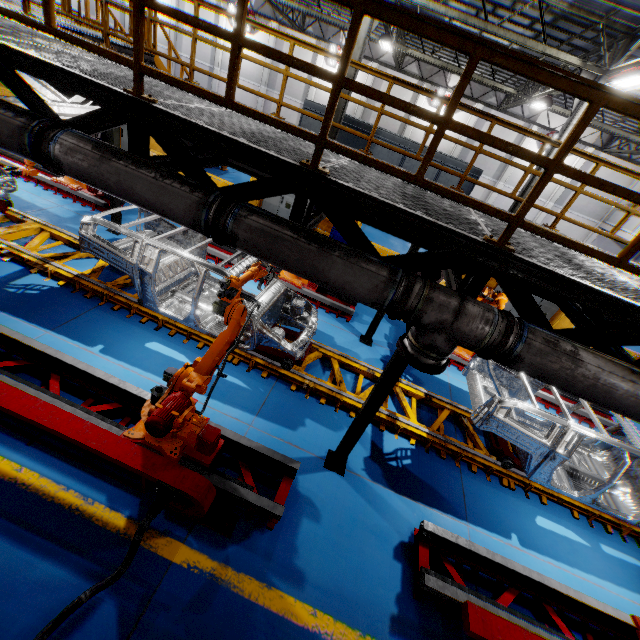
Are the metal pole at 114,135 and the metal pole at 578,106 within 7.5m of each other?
no

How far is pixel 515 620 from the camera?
4.07m

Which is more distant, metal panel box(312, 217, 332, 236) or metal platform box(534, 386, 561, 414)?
metal panel box(312, 217, 332, 236)

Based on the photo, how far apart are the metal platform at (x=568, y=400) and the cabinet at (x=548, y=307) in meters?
3.0 m

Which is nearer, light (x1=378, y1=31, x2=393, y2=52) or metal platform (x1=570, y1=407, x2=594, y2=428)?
metal platform (x1=570, y1=407, x2=594, y2=428)

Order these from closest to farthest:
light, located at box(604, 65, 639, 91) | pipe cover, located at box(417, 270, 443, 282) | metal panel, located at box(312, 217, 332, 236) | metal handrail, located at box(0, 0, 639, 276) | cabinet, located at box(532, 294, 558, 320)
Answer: metal handrail, located at box(0, 0, 639, 276), pipe cover, located at box(417, 270, 443, 282), light, located at box(604, 65, 639, 91), cabinet, located at box(532, 294, 558, 320), metal panel, located at box(312, 217, 332, 236)

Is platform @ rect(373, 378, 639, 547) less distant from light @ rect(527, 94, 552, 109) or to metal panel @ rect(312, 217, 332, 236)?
metal panel @ rect(312, 217, 332, 236)

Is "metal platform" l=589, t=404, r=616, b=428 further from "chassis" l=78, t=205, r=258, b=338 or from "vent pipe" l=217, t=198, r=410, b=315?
"vent pipe" l=217, t=198, r=410, b=315
